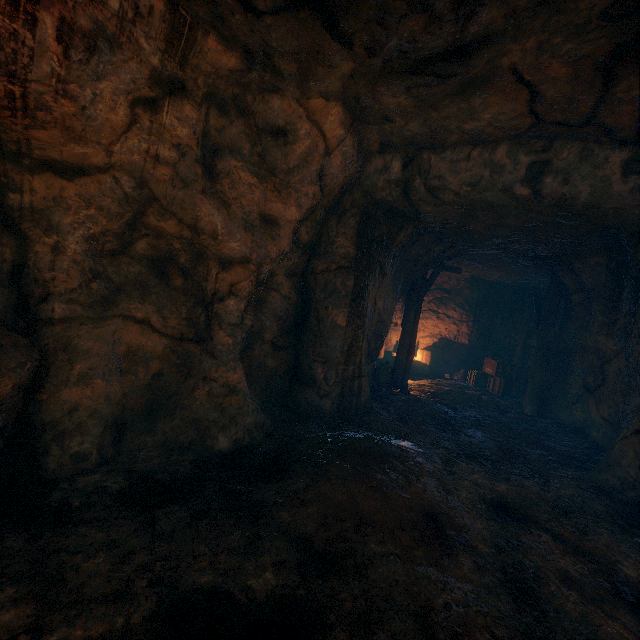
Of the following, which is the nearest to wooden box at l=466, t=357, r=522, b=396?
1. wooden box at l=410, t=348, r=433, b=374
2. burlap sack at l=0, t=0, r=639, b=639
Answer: wooden box at l=410, t=348, r=433, b=374

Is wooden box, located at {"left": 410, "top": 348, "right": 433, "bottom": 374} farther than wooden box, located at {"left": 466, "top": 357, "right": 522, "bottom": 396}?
Yes

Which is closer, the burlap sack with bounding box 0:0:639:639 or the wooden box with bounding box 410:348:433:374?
the burlap sack with bounding box 0:0:639:639

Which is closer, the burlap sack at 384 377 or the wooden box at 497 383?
the burlap sack at 384 377

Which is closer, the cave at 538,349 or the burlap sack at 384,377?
the cave at 538,349

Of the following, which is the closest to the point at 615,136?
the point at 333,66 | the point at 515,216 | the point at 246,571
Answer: the point at 515,216

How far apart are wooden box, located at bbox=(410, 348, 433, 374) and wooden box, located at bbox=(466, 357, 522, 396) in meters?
1.6

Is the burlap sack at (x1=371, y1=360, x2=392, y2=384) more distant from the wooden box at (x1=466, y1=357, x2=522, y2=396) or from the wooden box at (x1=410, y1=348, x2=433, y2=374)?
the wooden box at (x1=410, y1=348, x2=433, y2=374)
